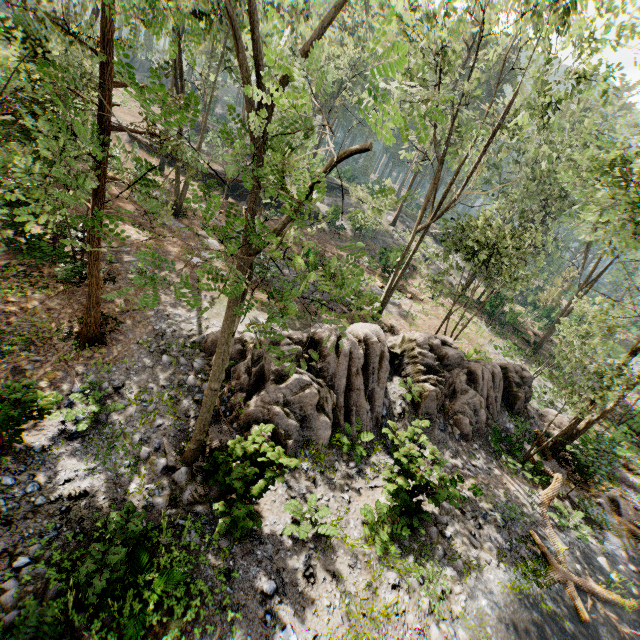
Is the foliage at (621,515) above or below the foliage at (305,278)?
below

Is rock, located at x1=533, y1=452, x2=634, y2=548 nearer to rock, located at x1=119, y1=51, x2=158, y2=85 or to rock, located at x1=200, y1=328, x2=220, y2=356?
rock, located at x1=200, y1=328, x2=220, y2=356

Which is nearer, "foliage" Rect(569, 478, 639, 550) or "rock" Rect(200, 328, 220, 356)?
"rock" Rect(200, 328, 220, 356)

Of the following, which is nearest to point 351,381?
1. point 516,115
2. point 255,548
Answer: point 255,548

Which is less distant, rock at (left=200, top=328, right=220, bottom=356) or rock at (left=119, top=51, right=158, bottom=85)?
rock at (left=200, top=328, right=220, bottom=356)

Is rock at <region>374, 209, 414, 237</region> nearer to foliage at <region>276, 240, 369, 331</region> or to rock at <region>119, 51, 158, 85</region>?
foliage at <region>276, 240, 369, 331</region>

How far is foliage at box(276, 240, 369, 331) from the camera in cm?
400

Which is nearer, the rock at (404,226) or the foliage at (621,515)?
the foliage at (621,515)
